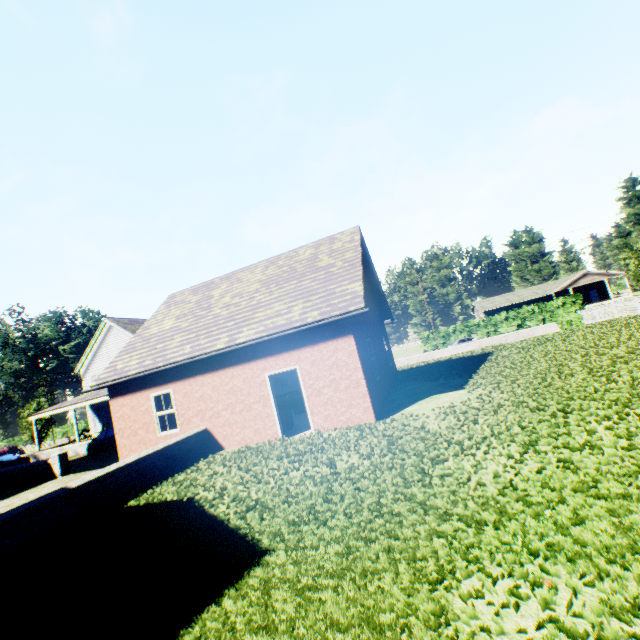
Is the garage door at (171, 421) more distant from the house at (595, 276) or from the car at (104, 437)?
the house at (595, 276)

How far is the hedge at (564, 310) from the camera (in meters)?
30.71

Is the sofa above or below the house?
below

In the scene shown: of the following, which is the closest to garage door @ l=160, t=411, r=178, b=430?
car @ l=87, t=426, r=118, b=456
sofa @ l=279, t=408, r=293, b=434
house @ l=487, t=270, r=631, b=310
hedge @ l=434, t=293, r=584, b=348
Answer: sofa @ l=279, t=408, r=293, b=434

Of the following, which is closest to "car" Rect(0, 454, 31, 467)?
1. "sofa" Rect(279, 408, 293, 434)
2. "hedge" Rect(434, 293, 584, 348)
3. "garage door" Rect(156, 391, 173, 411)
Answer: Answer: "garage door" Rect(156, 391, 173, 411)

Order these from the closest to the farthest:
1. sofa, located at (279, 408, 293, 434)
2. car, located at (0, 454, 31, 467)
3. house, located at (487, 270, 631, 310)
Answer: sofa, located at (279, 408, 293, 434)
car, located at (0, 454, 31, 467)
house, located at (487, 270, 631, 310)

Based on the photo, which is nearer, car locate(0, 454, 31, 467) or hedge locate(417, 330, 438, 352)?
car locate(0, 454, 31, 467)

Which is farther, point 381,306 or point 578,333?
point 381,306
